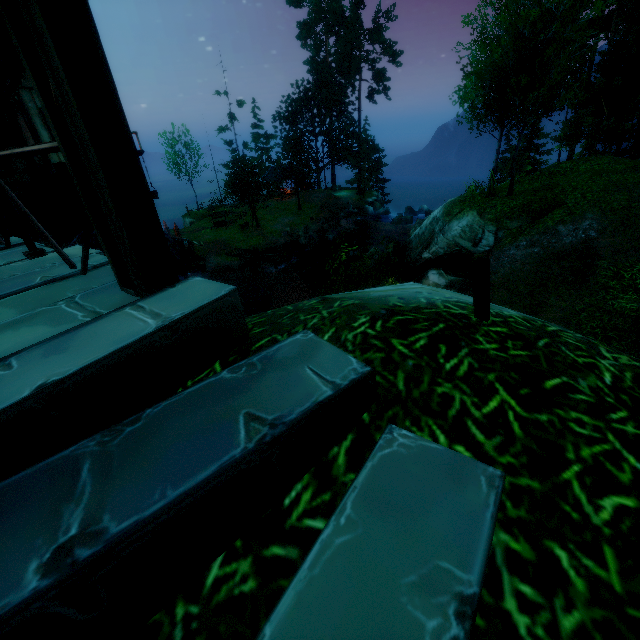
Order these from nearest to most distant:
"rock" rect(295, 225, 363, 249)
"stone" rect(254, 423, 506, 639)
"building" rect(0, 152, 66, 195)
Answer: "stone" rect(254, 423, 506, 639) → "building" rect(0, 152, 66, 195) → "rock" rect(295, 225, 363, 249)

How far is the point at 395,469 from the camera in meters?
1.4 m

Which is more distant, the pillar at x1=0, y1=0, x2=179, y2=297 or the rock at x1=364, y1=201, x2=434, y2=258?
the rock at x1=364, y1=201, x2=434, y2=258

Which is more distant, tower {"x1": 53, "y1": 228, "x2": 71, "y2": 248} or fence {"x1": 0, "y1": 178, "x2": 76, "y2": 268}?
tower {"x1": 53, "y1": 228, "x2": 71, "y2": 248}

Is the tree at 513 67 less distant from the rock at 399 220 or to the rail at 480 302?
the rock at 399 220

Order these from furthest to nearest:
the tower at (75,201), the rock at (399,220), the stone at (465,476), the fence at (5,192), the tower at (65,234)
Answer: the rock at (399,220) → the tower at (65,234) → the tower at (75,201) → the fence at (5,192) → the stone at (465,476)

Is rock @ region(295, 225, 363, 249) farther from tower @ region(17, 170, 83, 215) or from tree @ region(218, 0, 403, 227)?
tower @ region(17, 170, 83, 215)

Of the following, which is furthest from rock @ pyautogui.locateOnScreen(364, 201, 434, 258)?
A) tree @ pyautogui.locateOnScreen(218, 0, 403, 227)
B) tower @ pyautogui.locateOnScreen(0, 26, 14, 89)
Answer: tower @ pyautogui.locateOnScreen(0, 26, 14, 89)
